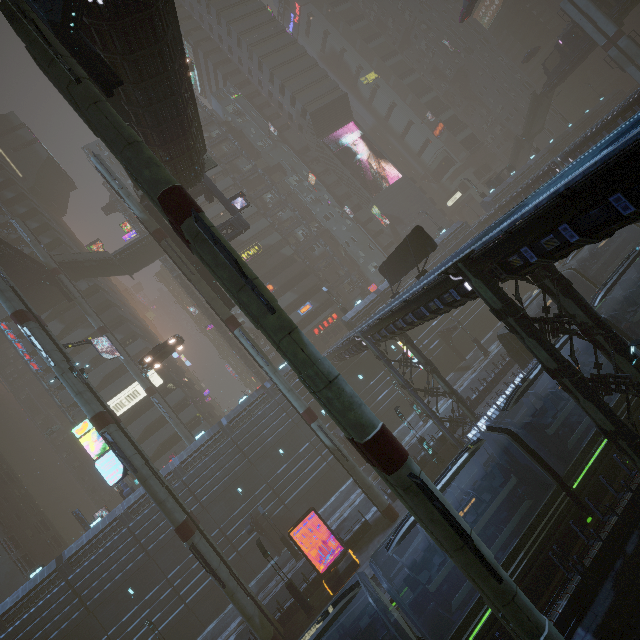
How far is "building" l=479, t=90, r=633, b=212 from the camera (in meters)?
49.34

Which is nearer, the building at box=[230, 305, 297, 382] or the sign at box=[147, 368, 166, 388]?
the building at box=[230, 305, 297, 382]

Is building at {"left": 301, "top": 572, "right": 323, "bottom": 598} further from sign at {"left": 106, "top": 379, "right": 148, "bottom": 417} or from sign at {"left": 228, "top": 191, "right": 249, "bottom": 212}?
sign at {"left": 228, "top": 191, "right": 249, "bottom": 212}

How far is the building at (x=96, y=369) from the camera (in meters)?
43.34

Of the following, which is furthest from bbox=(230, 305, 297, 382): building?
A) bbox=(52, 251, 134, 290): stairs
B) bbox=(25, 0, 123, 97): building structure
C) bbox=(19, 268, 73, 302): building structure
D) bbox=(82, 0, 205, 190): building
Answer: bbox=(82, 0, 205, 190): building

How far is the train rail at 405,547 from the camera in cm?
2042

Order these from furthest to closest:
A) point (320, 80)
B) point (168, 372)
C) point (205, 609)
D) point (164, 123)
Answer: point (320, 80), point (168, 372), point (205, 609), point (164, 123)

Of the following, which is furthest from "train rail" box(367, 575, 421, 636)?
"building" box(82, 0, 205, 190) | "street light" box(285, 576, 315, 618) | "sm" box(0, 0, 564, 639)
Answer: "building" box(82, 0, 205, 190)
